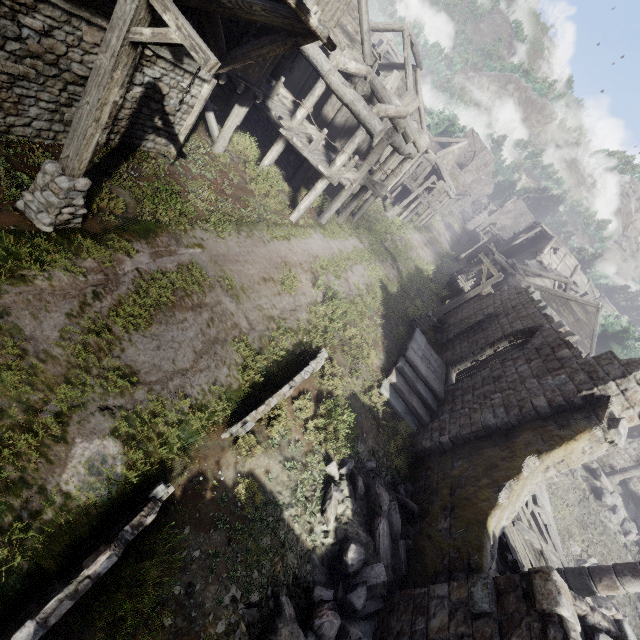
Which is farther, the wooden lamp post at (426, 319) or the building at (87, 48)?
the wooden lamp post at (426, 319)

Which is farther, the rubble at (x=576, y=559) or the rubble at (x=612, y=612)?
the rubble at (x=576, y=559)

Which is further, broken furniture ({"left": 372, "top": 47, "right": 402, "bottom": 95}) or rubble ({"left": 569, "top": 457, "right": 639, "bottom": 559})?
rubble ({"left": 569, "top": 457, "right": 639, "bottom": 559})

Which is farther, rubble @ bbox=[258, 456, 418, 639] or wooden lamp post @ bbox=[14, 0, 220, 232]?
rubble @ bbox=[258, 456, 418, 639]

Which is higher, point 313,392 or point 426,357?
point 426,357

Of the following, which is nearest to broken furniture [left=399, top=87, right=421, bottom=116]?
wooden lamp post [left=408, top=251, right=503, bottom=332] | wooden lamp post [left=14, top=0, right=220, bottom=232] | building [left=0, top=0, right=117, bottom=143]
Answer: building [left=0, top=0, right=117, bottom=143]

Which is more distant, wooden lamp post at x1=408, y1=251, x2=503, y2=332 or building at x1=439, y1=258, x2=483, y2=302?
building at x1=439, y1=258, x2=483, y2=302

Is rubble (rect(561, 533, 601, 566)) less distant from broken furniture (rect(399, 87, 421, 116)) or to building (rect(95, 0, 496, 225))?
building (rect(95, 0, 496, 225))
